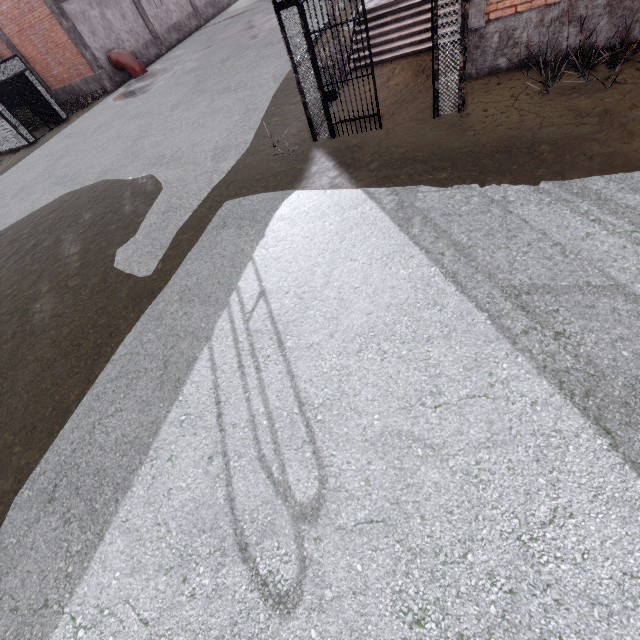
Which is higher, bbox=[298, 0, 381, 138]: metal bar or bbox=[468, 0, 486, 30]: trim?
bbox=[468, 0, 486, 30]: trim

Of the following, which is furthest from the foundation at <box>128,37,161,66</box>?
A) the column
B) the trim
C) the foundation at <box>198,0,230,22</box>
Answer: the trim

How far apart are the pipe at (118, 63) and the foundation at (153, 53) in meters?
0.1

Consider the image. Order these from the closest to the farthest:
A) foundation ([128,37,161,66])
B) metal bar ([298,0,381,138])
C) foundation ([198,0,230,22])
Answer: metal bar ([298,0,381,138]), foundation ([128,37,161,66]), foundation ([198,0,230,22])

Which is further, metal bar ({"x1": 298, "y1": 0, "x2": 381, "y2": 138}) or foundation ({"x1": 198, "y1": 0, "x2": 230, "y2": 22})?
foundation ({"x1": 198, "y1": 0, "x2": 230, "y2": 22})

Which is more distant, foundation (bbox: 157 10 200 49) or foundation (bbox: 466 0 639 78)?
foundation (bbox: 157 10 200 49)

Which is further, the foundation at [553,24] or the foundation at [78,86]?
the foundation at [78,86]

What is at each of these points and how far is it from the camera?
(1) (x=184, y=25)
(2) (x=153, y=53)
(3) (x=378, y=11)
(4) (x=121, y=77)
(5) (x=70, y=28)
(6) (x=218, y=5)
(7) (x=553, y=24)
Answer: (1) foundation, 24.3 meters
(2) foundation, 22.1 meters
(3) stair, 9.2 meters
(4) foundation, 20.1 meters
(5) column, 17.4 meters
(6) foundation, 27.5 meters
(7) foundation, 5.7 meters
